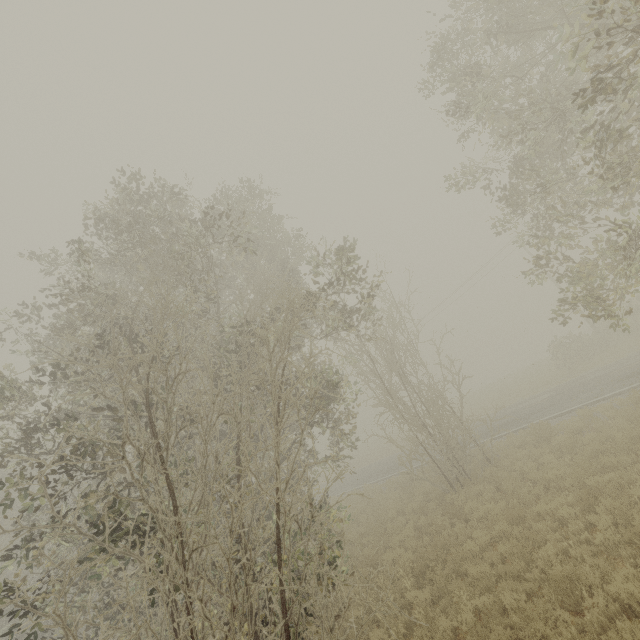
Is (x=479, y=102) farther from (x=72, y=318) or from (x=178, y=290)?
→ (x=178, y=290)
